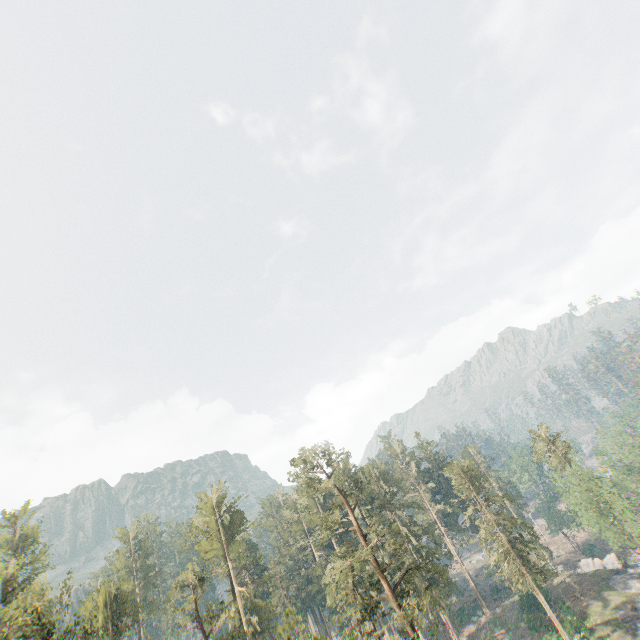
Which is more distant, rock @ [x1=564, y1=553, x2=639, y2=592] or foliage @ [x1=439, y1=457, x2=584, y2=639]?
rock @ [x1=564, y1=553, x2=639, y2=592]

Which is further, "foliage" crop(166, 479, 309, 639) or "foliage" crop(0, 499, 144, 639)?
"foliage" crop(166, 479, 309, 639)

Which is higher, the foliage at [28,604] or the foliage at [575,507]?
the foliage at [28,604]

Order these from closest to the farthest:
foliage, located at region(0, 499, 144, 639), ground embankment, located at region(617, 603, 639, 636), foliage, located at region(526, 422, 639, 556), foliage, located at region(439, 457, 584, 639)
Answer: foliage, located at region(0, 499, 144, 639)
ground embankment, located at region(617, 603, 639, 636)
foliage, located at region(526, 422, 639, 556)
foliage, located at region(439, 457, 584, 639)

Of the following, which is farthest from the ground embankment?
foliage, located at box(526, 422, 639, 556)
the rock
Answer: foliage, located at box(526, 422, 639, 556)

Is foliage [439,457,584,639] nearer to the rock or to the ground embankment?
the rock

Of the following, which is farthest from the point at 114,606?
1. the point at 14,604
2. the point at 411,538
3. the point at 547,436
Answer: the point at 547,436

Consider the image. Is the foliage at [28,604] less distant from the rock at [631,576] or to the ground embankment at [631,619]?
the rock at [631,576]
